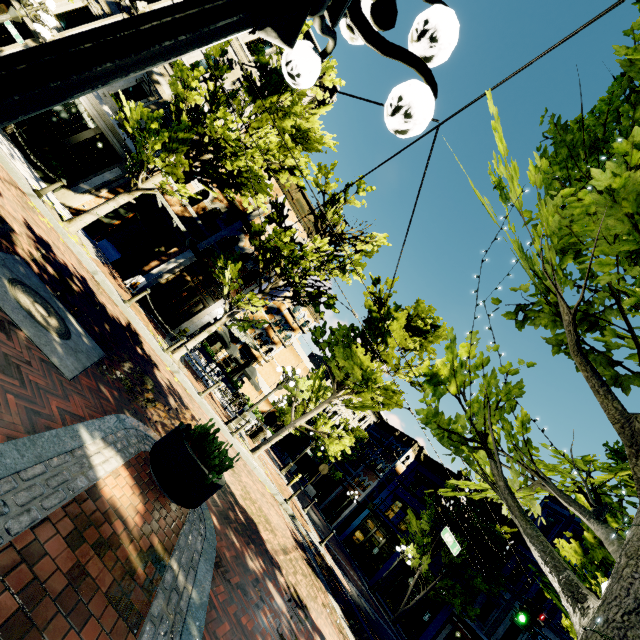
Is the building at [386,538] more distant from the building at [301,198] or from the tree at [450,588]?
the building at [301,198]

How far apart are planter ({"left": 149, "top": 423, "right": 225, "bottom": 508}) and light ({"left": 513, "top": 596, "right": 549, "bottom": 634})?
13.70m

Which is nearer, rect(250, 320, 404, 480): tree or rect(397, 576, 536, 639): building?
rect(250, 320, 404, 480): tree

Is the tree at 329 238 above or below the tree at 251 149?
above

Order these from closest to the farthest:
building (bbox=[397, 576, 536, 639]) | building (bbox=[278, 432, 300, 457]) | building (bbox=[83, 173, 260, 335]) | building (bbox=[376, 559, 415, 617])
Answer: building (bbox=[83, 173, 260, 335]), building (bbox=[397, 576, 536, 639]), building (bbox=[376, 559, 415, 617]), building (bbox=[278, 432, 300, 457])

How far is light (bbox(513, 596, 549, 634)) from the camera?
11.3m

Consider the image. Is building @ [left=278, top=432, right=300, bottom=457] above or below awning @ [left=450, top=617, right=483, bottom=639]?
below

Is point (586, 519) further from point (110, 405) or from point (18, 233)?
point (18, 233)
